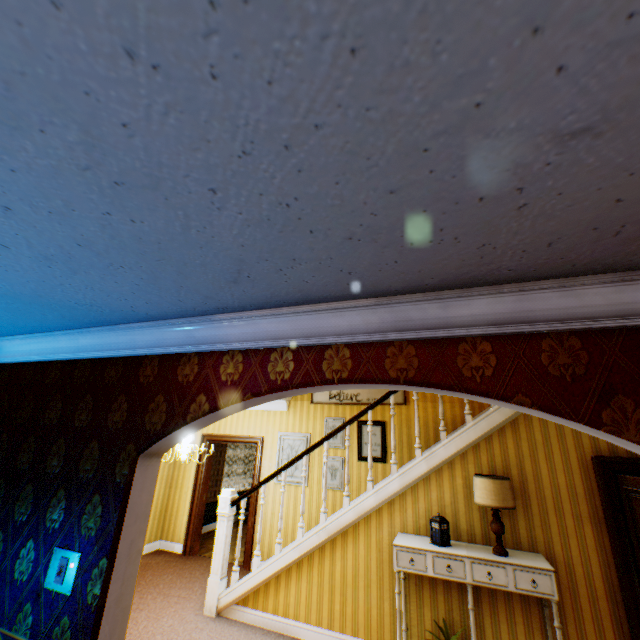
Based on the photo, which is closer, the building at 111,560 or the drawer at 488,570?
the building at 111,560

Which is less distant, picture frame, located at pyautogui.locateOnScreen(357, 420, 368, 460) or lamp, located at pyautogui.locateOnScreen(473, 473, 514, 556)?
lamp, located at pyautogui.locateOnScreen(473, 473, 514, 556)

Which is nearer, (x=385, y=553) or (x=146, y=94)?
(x=146, y=94)

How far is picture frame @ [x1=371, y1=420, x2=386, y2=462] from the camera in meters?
6.1 m

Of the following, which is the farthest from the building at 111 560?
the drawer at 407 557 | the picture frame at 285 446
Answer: the drawer at 407 557

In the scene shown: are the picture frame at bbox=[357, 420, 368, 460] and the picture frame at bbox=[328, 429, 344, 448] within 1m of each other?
yes

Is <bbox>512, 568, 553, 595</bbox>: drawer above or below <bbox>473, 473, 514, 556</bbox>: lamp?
below

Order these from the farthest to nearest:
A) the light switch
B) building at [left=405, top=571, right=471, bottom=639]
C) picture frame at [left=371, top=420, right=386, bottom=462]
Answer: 1. picture frame at [left=371, top=420, right=386, bottom=462]
2. building at [left=405, top=571, right=471, bottom=639]
3. the light switch
